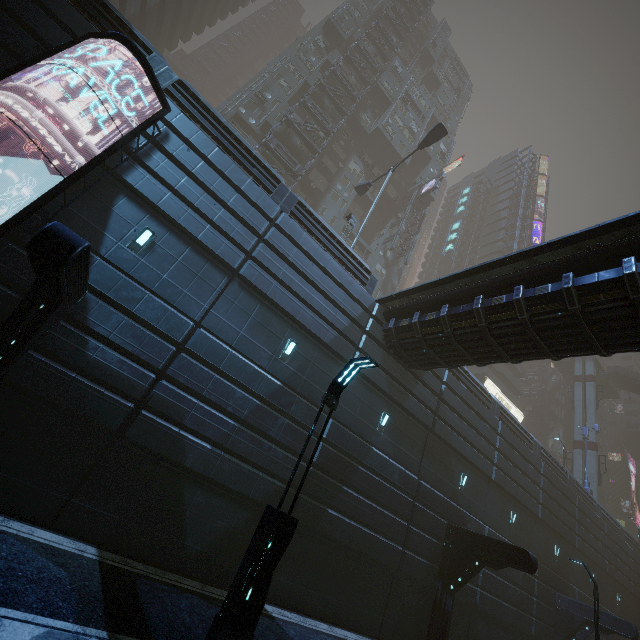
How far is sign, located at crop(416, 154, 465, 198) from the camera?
38.7 meters

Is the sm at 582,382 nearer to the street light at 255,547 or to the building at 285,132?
the building at 285,132

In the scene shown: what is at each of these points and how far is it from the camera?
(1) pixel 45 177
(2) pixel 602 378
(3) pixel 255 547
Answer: (1) building, 8.7m
(2) bridge, 51.8m
(3) street light, 5.4m

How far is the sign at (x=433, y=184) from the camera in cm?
3866

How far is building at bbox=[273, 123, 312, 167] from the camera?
31.0 meters

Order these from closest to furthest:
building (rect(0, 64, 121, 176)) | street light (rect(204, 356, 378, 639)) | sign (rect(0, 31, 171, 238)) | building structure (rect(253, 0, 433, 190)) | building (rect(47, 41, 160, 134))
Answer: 1. street light (rect(204, 356, 378, 639))
2. sign (rect(0, 31, 171, 238))
3. building (rect(0, 64, 121, 176))
4. building (rect(47, 41, 160, 134))
5. building structure (rect(253, 0, 433, 190))

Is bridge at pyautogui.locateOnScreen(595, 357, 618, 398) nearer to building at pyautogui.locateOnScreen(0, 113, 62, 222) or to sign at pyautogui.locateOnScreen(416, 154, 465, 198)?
building at pyautogui.locateOnScreen(0, 113, 62, 222)

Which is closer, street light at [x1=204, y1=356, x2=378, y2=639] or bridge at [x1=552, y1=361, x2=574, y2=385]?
street light at [x1=204, y1=356, x2=378, y2=639]
